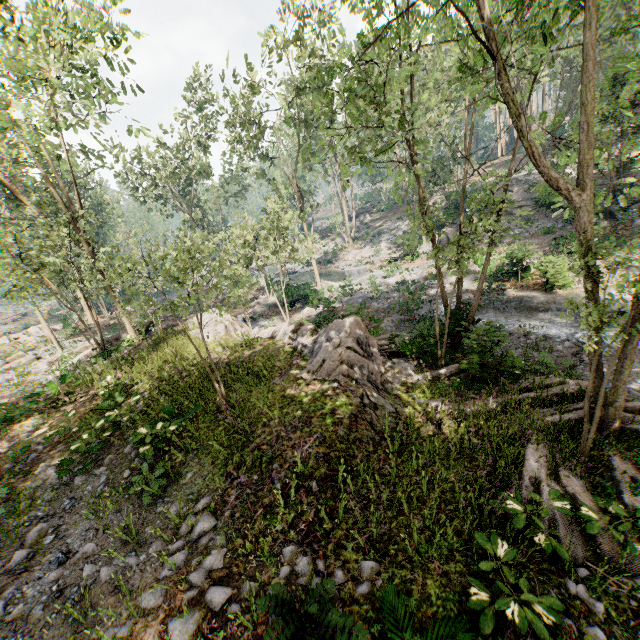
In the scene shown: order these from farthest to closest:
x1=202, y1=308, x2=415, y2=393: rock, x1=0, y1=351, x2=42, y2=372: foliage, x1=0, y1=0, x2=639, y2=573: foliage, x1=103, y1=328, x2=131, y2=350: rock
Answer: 1. x1=0, y1=351, x2=42, y2=372: foliage
2. x1=103, y1=328, x2=131, y2=350: rock
3. x1=202, y1=308, x2=415, y2=393: rock
4. x1=0, y1=0, x2=639, y2=573: foliage

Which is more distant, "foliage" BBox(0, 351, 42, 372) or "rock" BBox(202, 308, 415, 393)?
"foliage" BBox(0, 351, 42, 372)

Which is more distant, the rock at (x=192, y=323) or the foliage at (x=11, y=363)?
the foliage at (x=11, y=363)

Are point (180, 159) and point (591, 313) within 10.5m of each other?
no

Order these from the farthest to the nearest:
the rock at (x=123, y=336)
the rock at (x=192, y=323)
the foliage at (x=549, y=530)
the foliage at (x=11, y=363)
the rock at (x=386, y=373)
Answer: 1. the foliage at (x=11, y=363)
2. the rock at (x=123, y=336)
3. the rock at (x=192, y=323)
4. the rock at (x=386, y=373)
5. the foliage at (x=549, y=530)

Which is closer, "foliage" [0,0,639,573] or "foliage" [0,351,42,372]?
→ "foliage" [0,0,639,573]
